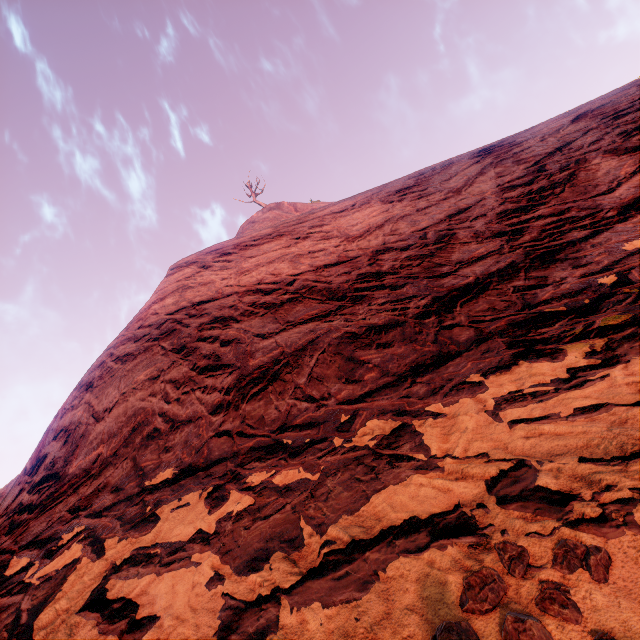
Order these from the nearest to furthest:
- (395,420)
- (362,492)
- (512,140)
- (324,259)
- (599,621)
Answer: (599,621)
(362,492)
(395,420)
(324,259)
(512,140)
